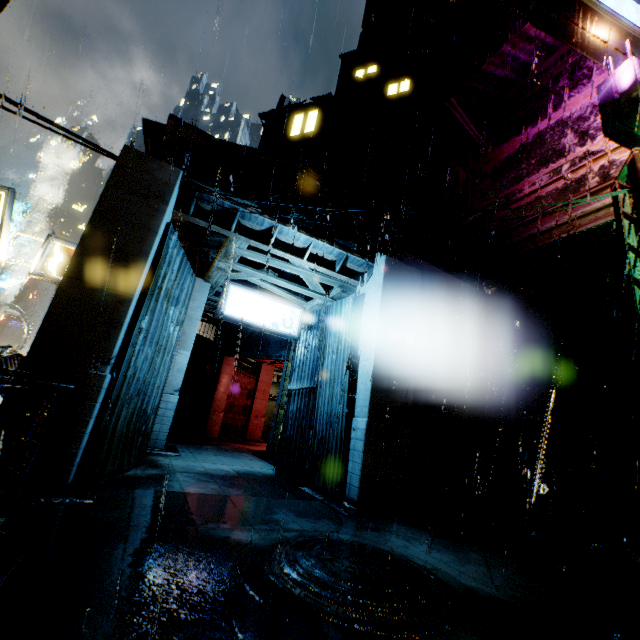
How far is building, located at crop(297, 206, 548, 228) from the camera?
9.52m

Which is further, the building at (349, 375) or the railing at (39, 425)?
the building at (349, 375)

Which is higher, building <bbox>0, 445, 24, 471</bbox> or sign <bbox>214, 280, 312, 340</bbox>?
sign <bbox>214, 280, 312, 340</bbox>

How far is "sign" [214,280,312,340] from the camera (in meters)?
9.48

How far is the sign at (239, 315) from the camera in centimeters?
948cm

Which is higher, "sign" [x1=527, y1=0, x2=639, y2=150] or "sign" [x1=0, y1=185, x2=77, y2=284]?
"sign" [x1=527, y1=0, x2=639, y2=150]

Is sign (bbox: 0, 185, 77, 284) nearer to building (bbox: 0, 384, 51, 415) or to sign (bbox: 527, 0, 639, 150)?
building (bbox: 0, 384, 51, 415)

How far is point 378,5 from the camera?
31.3 meters
